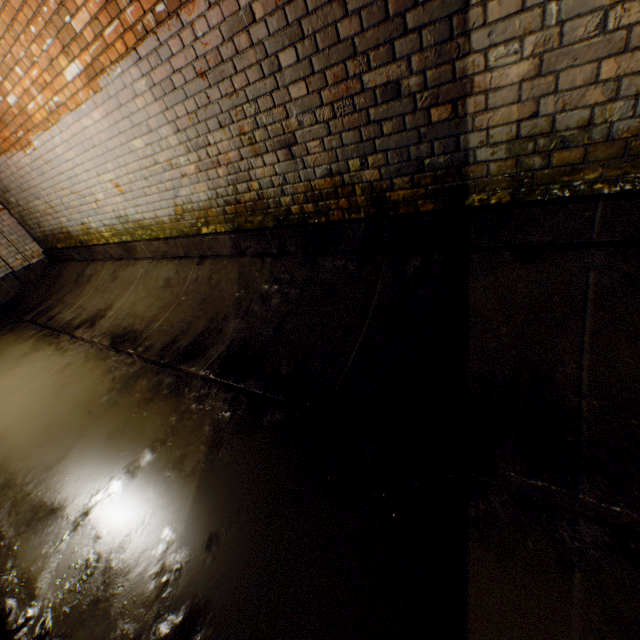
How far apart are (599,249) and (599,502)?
1.3m
